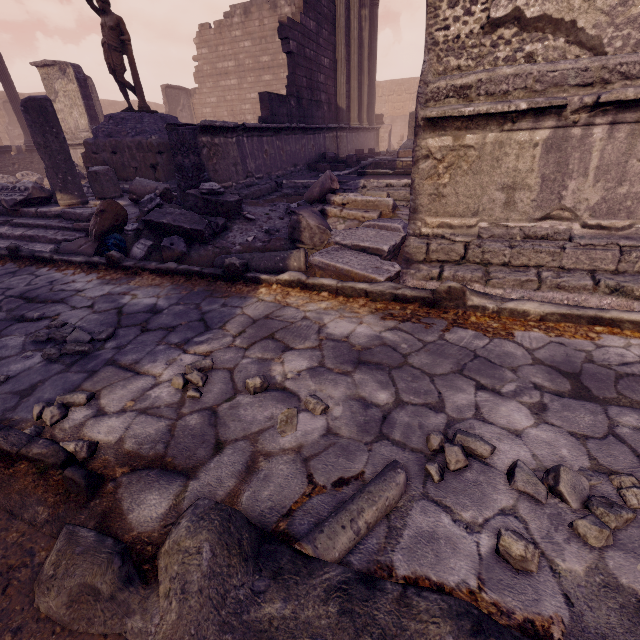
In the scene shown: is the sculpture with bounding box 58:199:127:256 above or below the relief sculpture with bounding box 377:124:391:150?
below

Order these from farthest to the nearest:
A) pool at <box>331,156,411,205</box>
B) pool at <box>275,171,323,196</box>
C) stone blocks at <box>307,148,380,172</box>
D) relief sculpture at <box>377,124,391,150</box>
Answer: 1. relief sculpture at <box>377,124,391,150</box>
2. stone blocks at <box>307,148,380,172</box>
3. pool at <box>275,171,323,196</box>
4. pool at <box>331,156,411,205</box>

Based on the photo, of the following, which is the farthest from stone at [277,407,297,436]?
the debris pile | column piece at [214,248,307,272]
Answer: column piece at [214,248,307,272]

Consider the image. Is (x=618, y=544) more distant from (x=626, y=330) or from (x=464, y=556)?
(x=626, y=330)

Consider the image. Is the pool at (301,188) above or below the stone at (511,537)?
above

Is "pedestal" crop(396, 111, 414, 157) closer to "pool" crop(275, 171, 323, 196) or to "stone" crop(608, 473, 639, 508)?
"pool" crop(275, 171, 323, 196)

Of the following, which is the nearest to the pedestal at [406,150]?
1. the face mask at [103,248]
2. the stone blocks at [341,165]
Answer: the stone blocks at [341,165]

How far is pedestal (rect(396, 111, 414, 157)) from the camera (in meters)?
11.32
